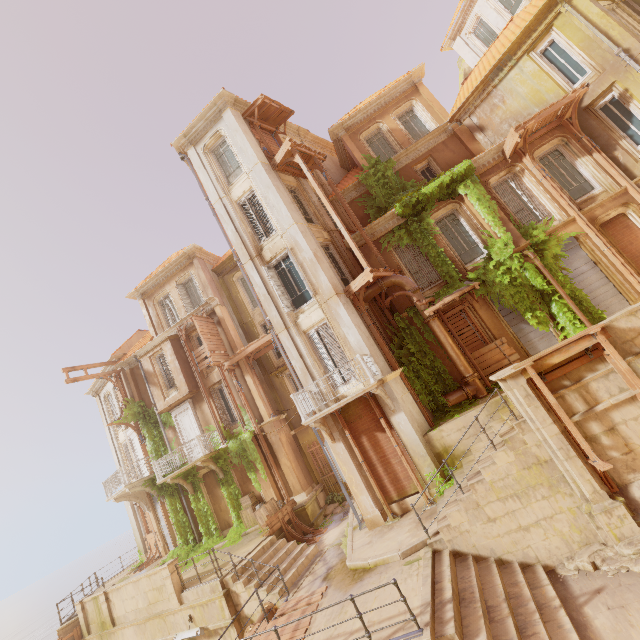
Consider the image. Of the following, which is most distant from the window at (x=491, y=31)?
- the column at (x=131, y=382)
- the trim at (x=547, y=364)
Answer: the column at (x=131, y=382)

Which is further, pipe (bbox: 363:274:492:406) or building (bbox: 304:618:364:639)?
pipe (bbox: 363:274:492:406)

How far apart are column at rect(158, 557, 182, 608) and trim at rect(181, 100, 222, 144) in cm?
1965

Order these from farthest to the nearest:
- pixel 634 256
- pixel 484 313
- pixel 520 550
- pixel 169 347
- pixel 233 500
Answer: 1. pixel 169 347
2. pixel 233 500
3. pixel 484 313
4. pixel 634 256
5. pixel 520 550

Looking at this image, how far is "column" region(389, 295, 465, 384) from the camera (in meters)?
13.46

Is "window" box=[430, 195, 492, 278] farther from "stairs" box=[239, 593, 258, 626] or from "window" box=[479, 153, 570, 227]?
"stairs" box=[239, 593, 258, 626]

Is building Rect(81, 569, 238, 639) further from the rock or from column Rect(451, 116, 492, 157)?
the rock

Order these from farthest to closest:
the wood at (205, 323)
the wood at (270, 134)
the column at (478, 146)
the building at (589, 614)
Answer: the wood at (205, 323)
the column at (478, 146)
the wood at (270, 134)
the building at (589, 614)
